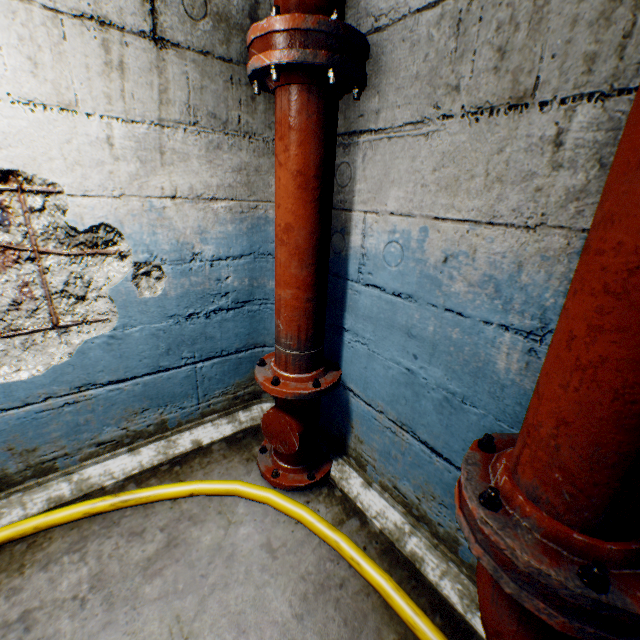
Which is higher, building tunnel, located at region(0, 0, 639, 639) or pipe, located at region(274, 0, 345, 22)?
pipe, located at region(274, 0, 345, 22)

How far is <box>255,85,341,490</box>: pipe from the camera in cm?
131

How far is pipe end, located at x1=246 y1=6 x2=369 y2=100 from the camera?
1.10m

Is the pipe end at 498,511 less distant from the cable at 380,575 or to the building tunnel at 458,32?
the building tunnel at 458,32

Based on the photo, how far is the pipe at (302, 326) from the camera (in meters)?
1.31

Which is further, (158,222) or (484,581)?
(158,222)

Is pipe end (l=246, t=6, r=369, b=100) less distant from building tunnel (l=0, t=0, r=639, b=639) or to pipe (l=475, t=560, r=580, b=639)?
building tunnel (l=0, t=0, r=639, b=639)

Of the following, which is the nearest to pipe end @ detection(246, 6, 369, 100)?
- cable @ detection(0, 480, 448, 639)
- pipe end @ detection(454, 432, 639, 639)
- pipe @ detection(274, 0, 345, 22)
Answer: pipe @ detection(274, 0, 345, 22)
